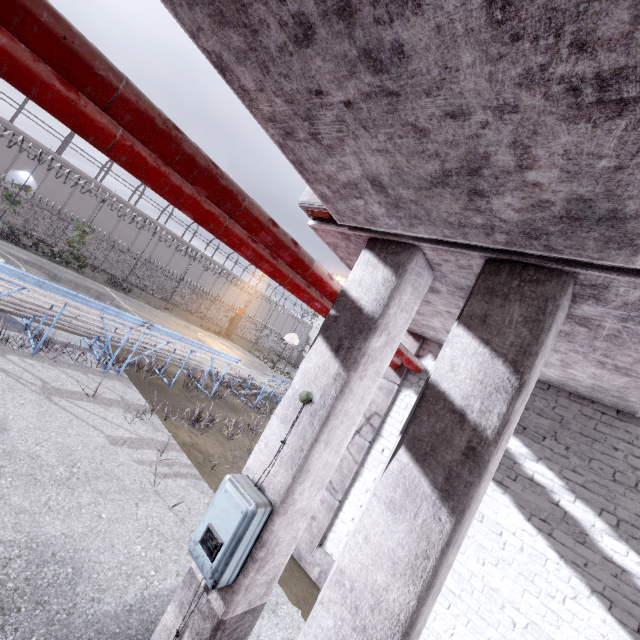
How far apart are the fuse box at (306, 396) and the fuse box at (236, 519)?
0.18m

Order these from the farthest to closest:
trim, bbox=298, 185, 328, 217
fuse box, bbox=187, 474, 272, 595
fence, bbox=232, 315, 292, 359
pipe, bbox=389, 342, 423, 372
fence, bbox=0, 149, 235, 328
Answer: fence, bbox=232, 315, 292, 359 → fence, bbox=0, 149, 235, 328 → pipe, bbox=389, 342, 423, 372 → trim, bbox=298, 185, 328, 217 → fuse box, bbox=187, 474, 272, 595

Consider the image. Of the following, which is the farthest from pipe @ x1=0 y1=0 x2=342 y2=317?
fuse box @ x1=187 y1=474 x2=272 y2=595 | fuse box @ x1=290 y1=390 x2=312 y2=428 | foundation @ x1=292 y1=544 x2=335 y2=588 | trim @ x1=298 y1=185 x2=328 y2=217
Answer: foundation @ x1=292 y1=544 x2=335 y2=588

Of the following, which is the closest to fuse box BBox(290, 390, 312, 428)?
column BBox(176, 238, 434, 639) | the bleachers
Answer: column BBox(176, 238, 434, 639)

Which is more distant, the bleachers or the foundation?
the bleachers

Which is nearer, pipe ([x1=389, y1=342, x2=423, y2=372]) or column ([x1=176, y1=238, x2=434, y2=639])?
column ([x1=176, y1=238, x2=434, y2=639])

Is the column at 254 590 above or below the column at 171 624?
above

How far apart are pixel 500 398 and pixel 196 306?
43.7 meters
